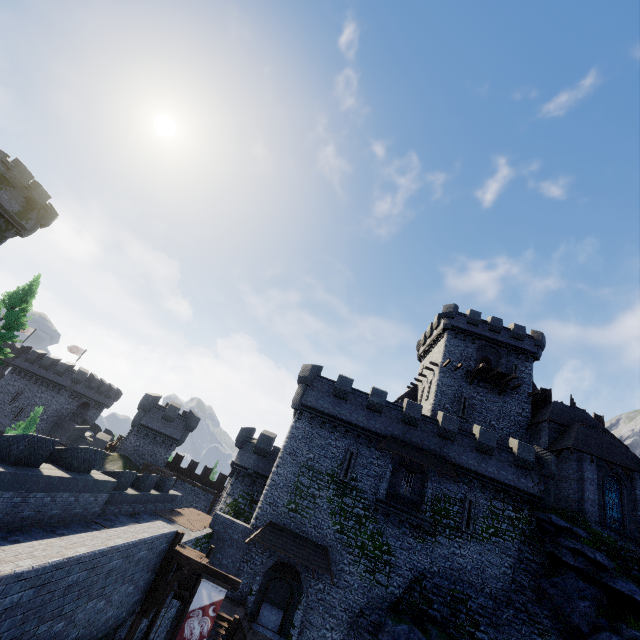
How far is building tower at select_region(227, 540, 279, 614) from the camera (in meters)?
20.73

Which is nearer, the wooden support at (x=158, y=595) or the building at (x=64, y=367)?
the wooden support at (x=158, y=595)

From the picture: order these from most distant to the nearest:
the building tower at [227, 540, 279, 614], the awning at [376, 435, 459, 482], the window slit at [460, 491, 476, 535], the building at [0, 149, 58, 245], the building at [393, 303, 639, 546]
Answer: the building at [0, 149, 58, 245] < the building at [393, 303, 639, 546] < the awning at [376, 435, 459, 482] < the window slit at [460, 491, 476, 535] < the building tower at [227, 540, 279, 614]

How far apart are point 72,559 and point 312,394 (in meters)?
20.04

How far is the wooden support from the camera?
12.56m

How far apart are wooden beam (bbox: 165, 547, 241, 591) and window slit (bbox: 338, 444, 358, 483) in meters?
12.0 m

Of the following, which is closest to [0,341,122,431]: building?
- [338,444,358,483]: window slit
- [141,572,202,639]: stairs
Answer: [141,572,202,639]: stairs

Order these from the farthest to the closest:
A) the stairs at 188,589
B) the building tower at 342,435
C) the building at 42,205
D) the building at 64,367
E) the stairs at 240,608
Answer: the building at 64,367 < the building at 42,205 < the building tower at 342,435 < the stairs at 240,608 < the stairs at 188,589
